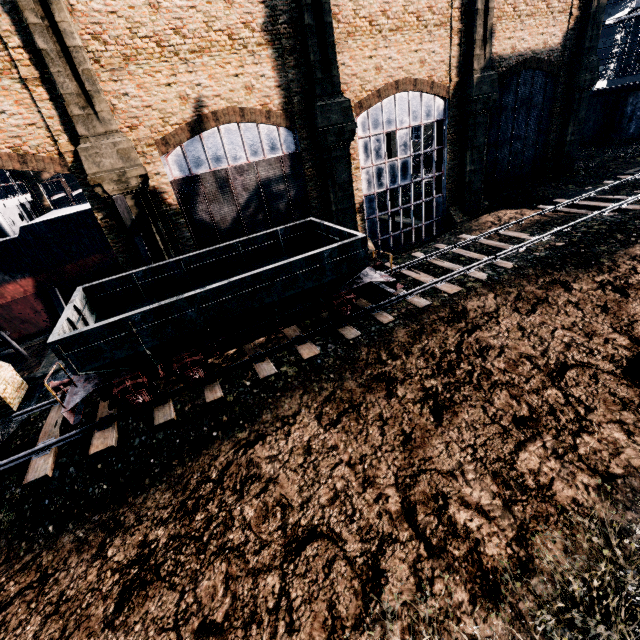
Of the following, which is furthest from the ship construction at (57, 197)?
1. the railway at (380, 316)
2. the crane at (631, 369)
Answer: the crane at (631, 369)

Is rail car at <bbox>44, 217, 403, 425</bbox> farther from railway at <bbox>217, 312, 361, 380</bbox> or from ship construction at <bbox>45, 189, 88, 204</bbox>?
ship construction at <bbox>45, 189, 88, 204</bbox>

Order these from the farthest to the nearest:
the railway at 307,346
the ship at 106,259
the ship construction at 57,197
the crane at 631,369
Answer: the ship construction at 57,197 < the ship at 106,259 < the railway at 307,346 < the crane at 631,369

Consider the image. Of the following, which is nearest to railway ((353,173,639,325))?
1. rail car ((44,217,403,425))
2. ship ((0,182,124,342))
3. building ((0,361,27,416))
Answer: rail car ((44,217,403,425))

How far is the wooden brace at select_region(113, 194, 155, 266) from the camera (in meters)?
15.30

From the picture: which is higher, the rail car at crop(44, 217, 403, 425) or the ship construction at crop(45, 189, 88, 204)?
the ship construction at crop(45, 189, 88, 204)

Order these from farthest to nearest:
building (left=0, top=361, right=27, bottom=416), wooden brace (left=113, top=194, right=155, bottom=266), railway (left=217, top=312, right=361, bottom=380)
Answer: building (left=0, top=361, right=27, bottom=416)
wooden brace (left=113, top=194, right=155, bottom=266)
railway (left=217, top=312, right=361, bottom=380)

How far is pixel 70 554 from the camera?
9.1m
